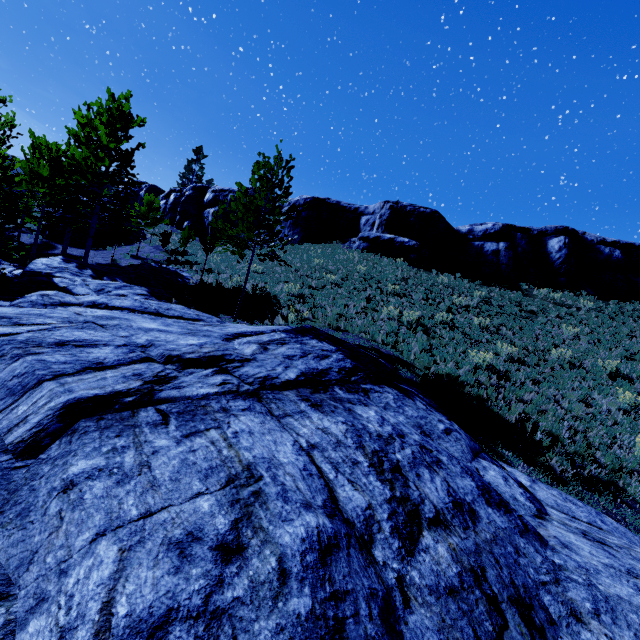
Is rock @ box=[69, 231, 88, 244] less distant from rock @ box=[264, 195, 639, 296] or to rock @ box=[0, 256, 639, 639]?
rock @ box=[264, 195, 639, 296]

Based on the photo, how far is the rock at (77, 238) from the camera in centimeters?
2693cm

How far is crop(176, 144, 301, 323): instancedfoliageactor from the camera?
11.12m

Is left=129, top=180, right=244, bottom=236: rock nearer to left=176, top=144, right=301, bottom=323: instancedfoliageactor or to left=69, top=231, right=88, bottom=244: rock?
left=69, top=231, right=88, bottom=244: rock

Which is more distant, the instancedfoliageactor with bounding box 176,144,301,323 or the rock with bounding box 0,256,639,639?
the instancedfoliageactor with bounding box 176,144,301,323

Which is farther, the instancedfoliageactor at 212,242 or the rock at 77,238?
the rock at 77,238

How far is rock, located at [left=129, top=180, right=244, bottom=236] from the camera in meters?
37.7

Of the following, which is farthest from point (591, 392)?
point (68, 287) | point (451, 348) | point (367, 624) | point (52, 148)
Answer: point (52, 148)
